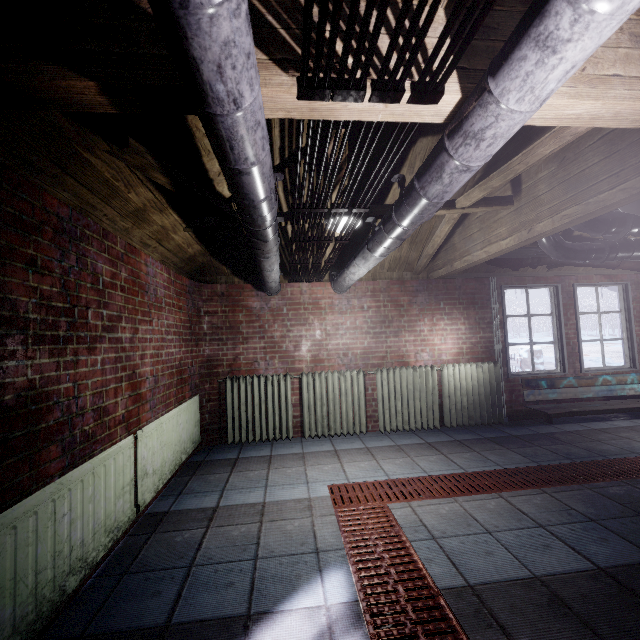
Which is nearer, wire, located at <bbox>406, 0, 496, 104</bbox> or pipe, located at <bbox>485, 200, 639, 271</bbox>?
wire, located at <bbox>406, 0, 496, 104</bbox>

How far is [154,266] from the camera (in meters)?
2.78

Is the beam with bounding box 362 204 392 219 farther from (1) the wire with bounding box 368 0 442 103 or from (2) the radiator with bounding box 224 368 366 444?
(2) the radiator with bounding box 224 368 366 444

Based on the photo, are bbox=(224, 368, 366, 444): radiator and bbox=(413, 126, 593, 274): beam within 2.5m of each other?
yes

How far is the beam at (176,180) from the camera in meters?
1.4

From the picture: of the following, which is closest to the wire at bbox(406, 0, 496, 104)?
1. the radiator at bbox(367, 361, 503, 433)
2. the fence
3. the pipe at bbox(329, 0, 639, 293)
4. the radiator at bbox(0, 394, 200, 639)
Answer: the pipe at bbox(329, 0, 639, 293)

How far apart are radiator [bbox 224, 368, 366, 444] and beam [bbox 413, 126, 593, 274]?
1.26m
